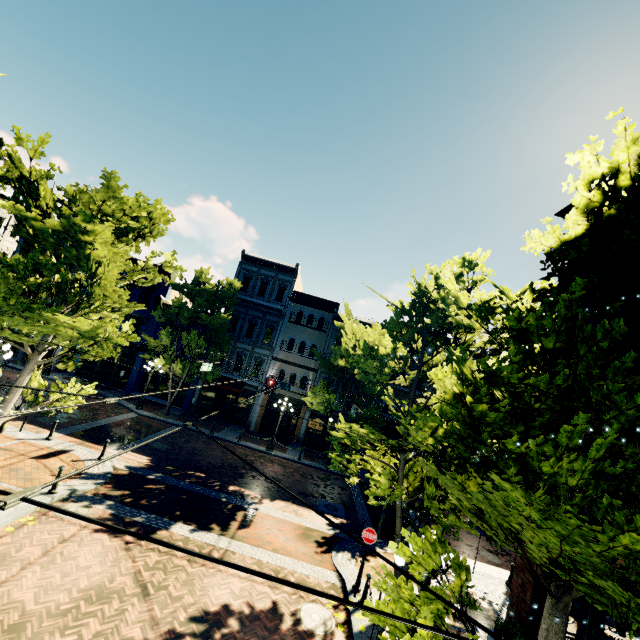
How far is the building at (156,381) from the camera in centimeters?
2764cm

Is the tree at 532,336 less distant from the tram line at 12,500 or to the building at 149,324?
the building at 149,324

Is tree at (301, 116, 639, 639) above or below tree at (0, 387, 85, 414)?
above

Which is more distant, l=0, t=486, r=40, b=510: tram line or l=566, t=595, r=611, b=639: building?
l=566, t=595, r=611, b=639: building

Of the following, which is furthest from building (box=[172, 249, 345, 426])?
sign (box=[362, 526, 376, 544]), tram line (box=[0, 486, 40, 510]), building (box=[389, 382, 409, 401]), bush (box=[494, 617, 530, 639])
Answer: tram line (box=[0, 486, 40, 510])

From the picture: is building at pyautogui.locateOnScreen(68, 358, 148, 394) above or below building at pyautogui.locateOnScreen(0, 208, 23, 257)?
below

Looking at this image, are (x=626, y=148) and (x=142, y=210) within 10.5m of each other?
yes

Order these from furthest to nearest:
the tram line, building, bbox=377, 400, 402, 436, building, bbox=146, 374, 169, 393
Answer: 1. building, bbox=146, 374, 169, 393
2. building, bbox=377, 400, 402, 436
3. the tram line
